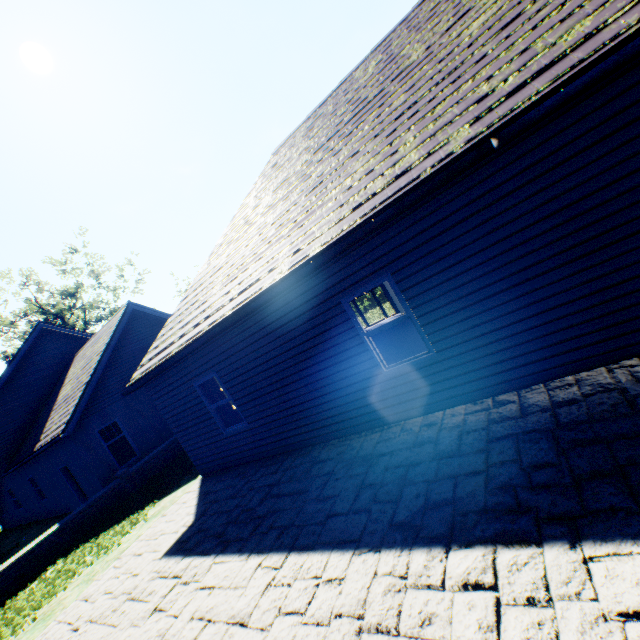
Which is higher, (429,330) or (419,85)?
(419,85)
